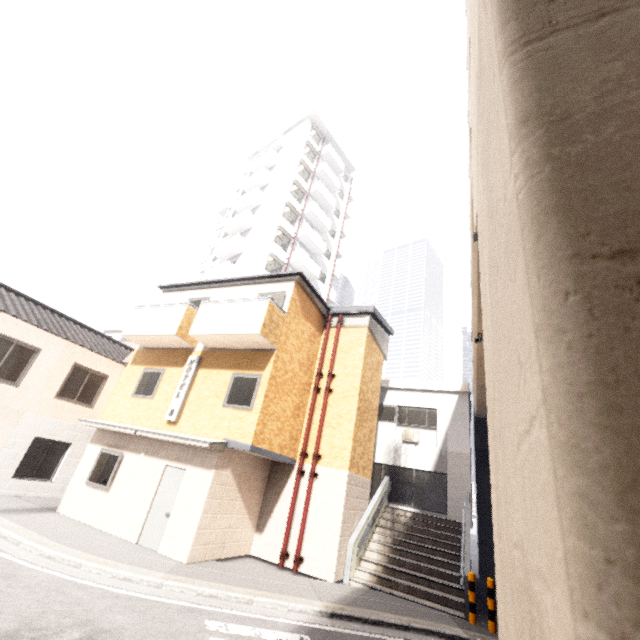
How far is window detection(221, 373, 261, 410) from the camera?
10.00m

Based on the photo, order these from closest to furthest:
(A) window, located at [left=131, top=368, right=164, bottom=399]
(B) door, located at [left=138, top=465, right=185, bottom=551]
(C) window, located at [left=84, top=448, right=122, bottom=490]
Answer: (B) door, located at [left=138, top=465, right=185, bottom=551]
(C) window, located at [left=84, top=448, right=122, bottom=490]
(A) window, located at [left=131, top=368, right=164, bottom=399]

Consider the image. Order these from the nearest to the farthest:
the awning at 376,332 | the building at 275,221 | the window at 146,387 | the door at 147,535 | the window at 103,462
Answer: the door at 147,535 → the window at 103,462 → the window at 146,387 → the awning at 376,332 → the building at 275,221

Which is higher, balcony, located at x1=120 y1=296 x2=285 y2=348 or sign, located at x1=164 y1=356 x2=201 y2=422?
balcony, located at x1=120 y1=296 x2=285 y2=348

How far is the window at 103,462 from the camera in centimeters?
1051cm

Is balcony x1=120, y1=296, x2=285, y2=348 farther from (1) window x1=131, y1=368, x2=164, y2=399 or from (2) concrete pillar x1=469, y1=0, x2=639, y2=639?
(2) concrete pillar x1=469, y1=0, x2=639, y2=639

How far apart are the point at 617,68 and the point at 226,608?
8.94m

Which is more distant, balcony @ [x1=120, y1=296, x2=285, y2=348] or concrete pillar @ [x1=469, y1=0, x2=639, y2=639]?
balcony @ [x1=120, y1=296, x2=285, y2=348]
